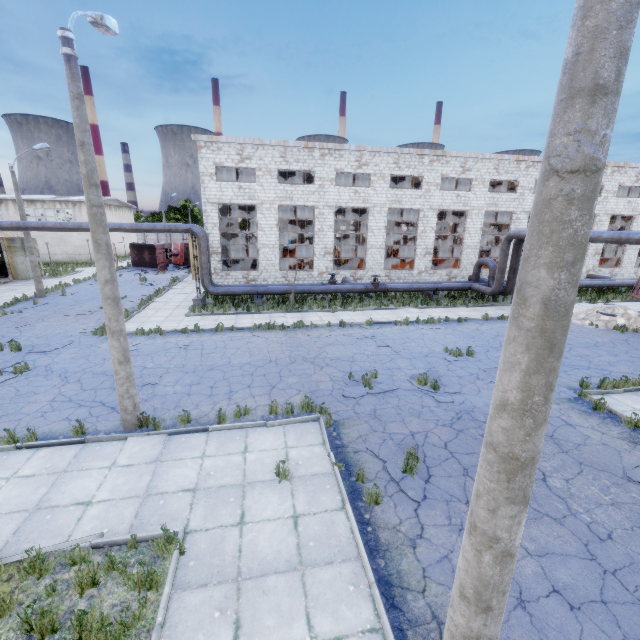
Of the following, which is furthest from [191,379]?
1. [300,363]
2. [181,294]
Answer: [181,294]

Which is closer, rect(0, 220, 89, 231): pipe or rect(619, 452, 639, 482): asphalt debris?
rect(619, 452, 639, 482): asphalt debris

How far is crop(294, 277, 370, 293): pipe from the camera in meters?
22.5

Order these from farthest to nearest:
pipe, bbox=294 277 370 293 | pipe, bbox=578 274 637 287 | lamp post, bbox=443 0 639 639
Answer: pipe, bbox=578 274 637 287
pipe, bbox=294 277 370 293
lamp post, bbox=443 0 639 639

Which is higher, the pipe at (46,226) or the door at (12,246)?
the pipe at (46,226)

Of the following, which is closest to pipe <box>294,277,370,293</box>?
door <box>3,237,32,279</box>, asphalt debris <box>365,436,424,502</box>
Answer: door <box>3,237,32,279</box>

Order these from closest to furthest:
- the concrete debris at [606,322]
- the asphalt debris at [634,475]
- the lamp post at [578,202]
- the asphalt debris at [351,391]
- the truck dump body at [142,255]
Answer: the lamp post at [578,202] < the asphalt debris at [634,475] < the asphalt debris at [351,391] < the concrete debris at [606,322] < the truck dump body at [142,255]

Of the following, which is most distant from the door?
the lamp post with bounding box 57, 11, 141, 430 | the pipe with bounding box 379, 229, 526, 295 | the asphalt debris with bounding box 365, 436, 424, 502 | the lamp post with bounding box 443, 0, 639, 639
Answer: the lamp post with bounding box 443, 0, 639, 639
